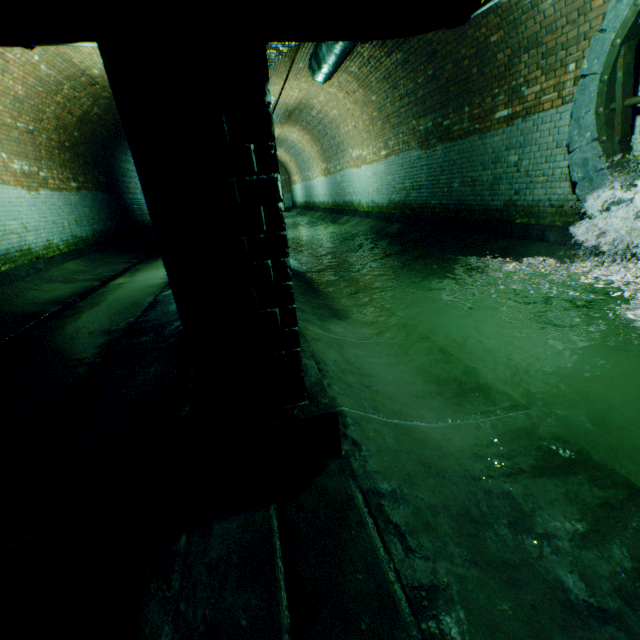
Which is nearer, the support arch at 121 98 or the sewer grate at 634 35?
the support arch at 121 98

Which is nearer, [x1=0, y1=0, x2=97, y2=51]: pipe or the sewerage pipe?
[x1=0, y1=0, x2=97, y2=51]: pipe

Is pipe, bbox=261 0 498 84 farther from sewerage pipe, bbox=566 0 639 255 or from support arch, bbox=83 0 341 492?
sewerage pipe, bbox=566 0 639 255

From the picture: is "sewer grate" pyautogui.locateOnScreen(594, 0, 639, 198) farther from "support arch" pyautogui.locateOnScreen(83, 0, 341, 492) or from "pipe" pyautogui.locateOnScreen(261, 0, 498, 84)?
"support arch" pyautogui.locateOnScreen(83, 0, 341, 492)

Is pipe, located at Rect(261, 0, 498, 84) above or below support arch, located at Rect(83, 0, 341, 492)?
above

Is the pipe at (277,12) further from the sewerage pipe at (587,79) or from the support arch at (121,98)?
the sewerage pipe at (587,79)

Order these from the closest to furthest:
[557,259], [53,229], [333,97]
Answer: [557,259], [53,229], [333,97]
